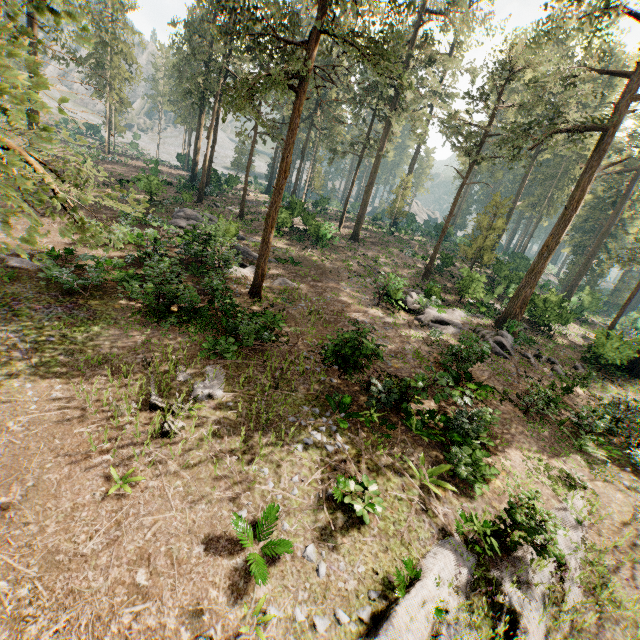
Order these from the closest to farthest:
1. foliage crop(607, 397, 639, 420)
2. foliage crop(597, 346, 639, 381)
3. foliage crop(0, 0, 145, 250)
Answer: foliage crop(0, 0, 145, 250)
foliage crop(607, 397, 639, 420)
foliage crop(597, 346, 639, 381)

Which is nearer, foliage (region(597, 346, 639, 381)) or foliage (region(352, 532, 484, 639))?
foliage (region(352, 532, 484, 639))

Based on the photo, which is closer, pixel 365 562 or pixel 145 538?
pixel 145 538

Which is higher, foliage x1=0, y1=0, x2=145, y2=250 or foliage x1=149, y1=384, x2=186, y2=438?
foliage x1=0, y1=0, x2=145, y2=250

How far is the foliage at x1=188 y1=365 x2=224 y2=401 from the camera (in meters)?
10.53

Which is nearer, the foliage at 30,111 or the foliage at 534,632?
the foliage at 30,111

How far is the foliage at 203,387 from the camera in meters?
10.5
